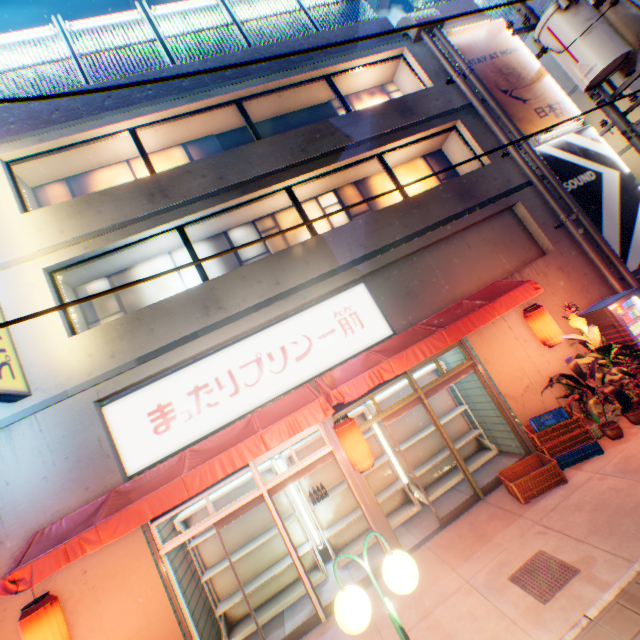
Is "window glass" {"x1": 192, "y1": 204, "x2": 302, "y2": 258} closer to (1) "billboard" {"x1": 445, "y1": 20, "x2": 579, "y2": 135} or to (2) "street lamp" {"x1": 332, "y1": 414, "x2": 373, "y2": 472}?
(1) "billboard" {"x1": 445, "y1": 20, "x2": 579, "y2": 135}

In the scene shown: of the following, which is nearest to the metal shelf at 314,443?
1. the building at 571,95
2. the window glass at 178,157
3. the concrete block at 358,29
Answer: the window glass at 178,157

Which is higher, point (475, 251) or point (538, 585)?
point (475, 251)

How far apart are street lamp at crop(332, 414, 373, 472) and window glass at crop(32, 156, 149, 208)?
7.0m

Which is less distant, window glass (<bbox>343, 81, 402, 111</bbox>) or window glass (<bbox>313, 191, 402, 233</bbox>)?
window glass (<bbox>313, 191, 402, 233</bbox>)

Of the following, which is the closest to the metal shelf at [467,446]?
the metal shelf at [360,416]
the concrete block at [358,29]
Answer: the metal shelf at [360,416]

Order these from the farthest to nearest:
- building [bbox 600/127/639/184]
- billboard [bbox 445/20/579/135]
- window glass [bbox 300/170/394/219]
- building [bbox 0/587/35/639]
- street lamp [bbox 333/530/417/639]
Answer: building [bbox 600/127/639/184] < billboard [bbox 445/20/579/135] < window glass [bbox 300/170/394/219] < building [bbox 0/587/35/639] < street lamp [bbox 333/530/417/639]

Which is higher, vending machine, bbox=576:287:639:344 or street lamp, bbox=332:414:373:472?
street lamp, bbox=332:414:373:472
